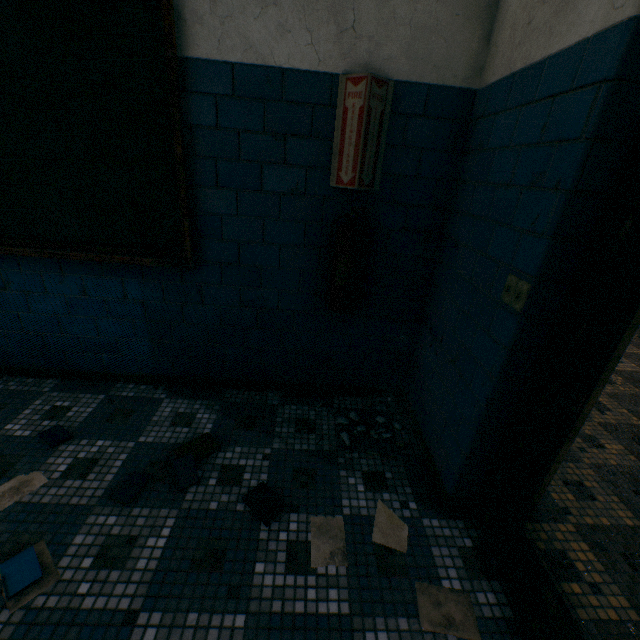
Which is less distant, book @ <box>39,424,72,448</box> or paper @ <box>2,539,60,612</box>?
paper @ <box>2,539,60,612</box>

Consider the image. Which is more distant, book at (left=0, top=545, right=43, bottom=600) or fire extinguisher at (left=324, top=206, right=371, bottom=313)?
fire extinguisher at (left=324, top=206, right=371, bottom=313)

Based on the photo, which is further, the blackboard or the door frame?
the blackboard

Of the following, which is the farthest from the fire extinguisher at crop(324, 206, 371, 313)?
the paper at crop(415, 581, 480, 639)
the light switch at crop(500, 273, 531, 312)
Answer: the paper at crop(415, 581, 480, 639)

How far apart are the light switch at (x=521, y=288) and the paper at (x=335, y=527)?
1.3 meters

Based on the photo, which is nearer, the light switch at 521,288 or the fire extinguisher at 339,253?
the light switch at 521,288

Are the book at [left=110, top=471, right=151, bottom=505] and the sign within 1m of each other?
no

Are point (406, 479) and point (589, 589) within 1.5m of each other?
yes
